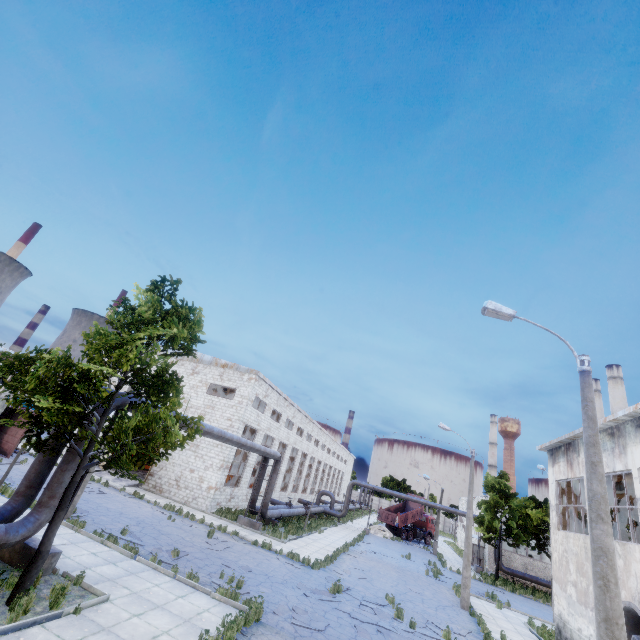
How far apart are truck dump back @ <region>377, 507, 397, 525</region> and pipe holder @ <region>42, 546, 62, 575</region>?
41.9 meters

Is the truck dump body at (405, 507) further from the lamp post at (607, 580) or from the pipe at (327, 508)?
the lamp post at (607, 580)

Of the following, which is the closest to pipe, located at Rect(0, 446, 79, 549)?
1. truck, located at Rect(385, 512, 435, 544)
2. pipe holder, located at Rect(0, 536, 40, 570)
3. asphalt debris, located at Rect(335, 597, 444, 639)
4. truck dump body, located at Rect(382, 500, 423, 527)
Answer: pipe holder, located at Rect(0, 536, 40, 570)

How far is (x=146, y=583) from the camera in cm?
1058

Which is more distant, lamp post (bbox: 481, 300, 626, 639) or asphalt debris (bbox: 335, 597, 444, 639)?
asphalt debris (bbox: 335, 597, 444, 639)

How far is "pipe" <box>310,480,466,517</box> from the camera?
37.31m

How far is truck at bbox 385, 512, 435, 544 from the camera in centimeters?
4325cm

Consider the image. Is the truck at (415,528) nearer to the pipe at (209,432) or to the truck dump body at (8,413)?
the pipe at (209,432)
